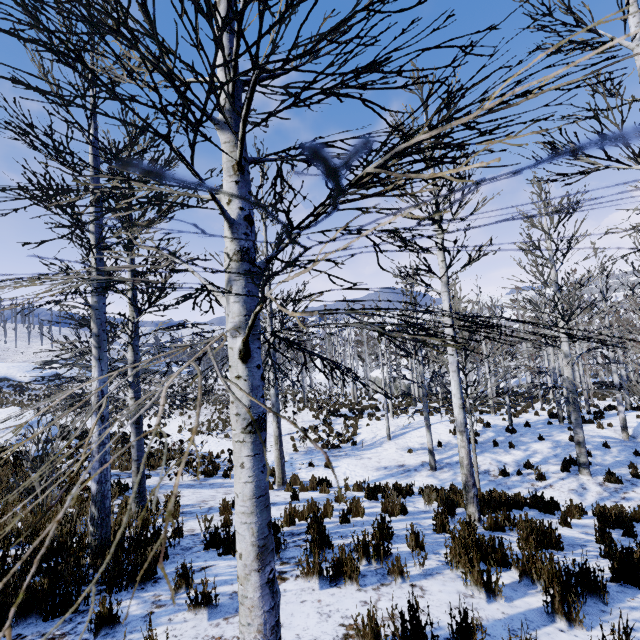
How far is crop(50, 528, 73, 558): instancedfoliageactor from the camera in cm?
396

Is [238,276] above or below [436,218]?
below

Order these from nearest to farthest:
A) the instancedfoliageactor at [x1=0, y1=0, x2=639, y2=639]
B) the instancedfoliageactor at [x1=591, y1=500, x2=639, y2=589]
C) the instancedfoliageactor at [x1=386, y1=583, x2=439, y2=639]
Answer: the instancedfoliageactor at [x1=0, y1=0, x2=639, y2=639]
the instancedfoliageactor at [x1=386, y1=583, x2=439, y2=639]
the instancedfoliageactor at [x1=591, y1=500, x2=639, y2=589]

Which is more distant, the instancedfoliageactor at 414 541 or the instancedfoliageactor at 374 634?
the instancedfoliageactor at 414 541

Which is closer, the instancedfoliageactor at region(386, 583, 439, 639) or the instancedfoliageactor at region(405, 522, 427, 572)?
the instancedfoliageactor at region(386, 583, 439, 639)
